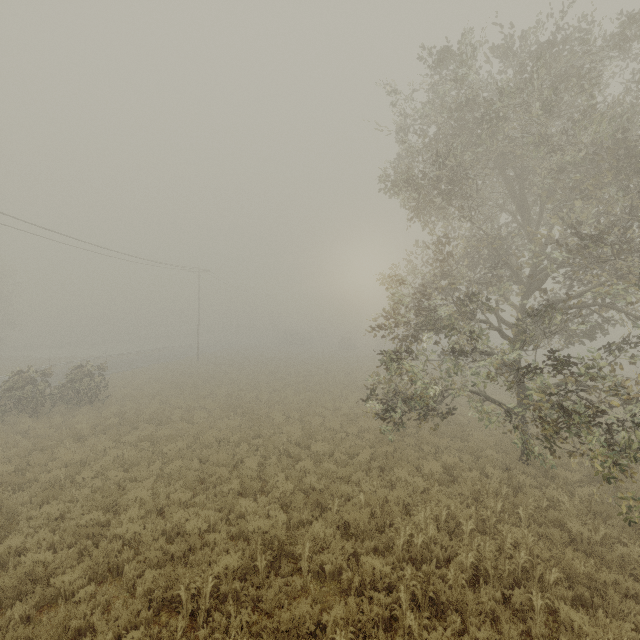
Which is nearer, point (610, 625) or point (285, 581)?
point (610, 625)
